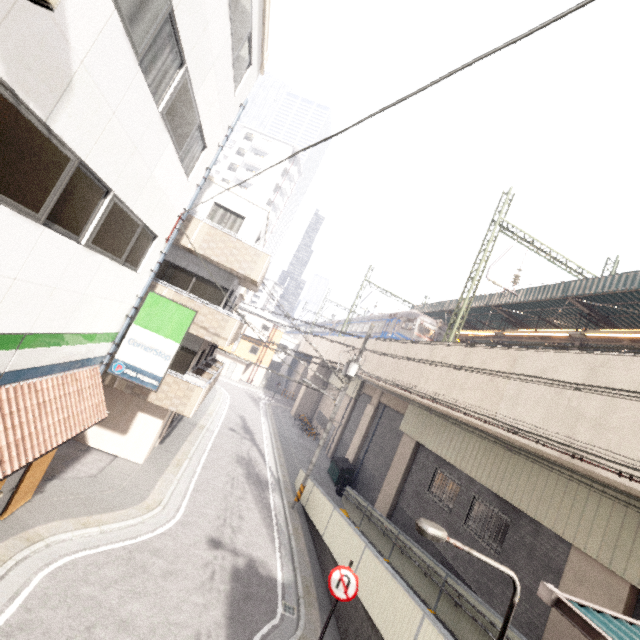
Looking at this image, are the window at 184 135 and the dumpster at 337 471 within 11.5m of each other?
no

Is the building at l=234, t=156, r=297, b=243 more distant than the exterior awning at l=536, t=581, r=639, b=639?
Yes

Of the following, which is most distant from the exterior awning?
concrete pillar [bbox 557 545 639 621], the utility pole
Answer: the utility pole

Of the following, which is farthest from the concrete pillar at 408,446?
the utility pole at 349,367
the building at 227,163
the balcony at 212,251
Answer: the building at 227,163

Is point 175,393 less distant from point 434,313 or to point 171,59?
point 171,59

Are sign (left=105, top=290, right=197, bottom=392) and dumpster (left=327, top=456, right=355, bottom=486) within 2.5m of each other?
no

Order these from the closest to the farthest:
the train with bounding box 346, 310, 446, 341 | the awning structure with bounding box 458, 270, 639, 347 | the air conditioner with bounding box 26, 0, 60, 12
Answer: the air conditioner with bounding box 26, 0, 60, 12, the awning structure with bounding box 458, 270, 639, 347, the train with bounding box 346, 310, 446, 341

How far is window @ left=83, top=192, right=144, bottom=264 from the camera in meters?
6.1 m
